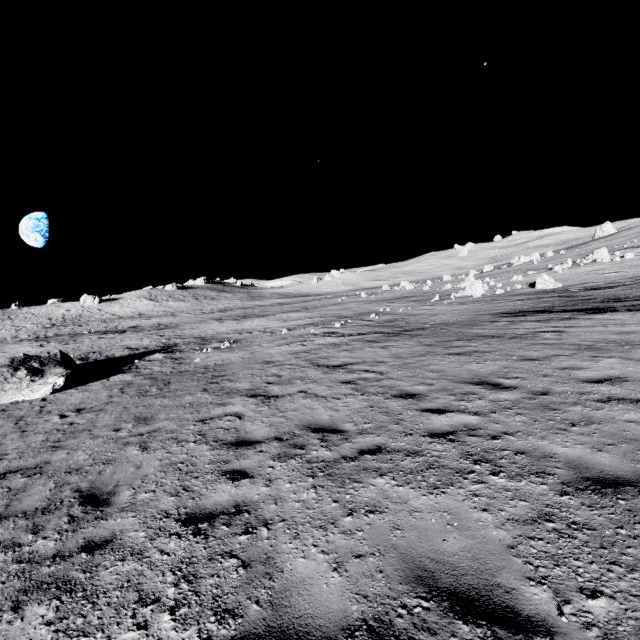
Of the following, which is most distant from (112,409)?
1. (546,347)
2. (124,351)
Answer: (124,351)

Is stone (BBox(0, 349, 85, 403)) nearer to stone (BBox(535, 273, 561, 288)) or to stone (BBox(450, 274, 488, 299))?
stone (BBox(535, 273, 561, 288))

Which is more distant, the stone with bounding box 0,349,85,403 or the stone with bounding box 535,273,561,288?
the stone with bounding box 535,273,561,288

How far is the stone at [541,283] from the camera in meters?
26.0

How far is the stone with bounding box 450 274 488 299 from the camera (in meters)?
30.28

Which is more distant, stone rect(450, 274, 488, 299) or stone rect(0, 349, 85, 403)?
stone rect(450, 274, 488, 299)

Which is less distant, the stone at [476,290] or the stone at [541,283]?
the stone at [541,283]
